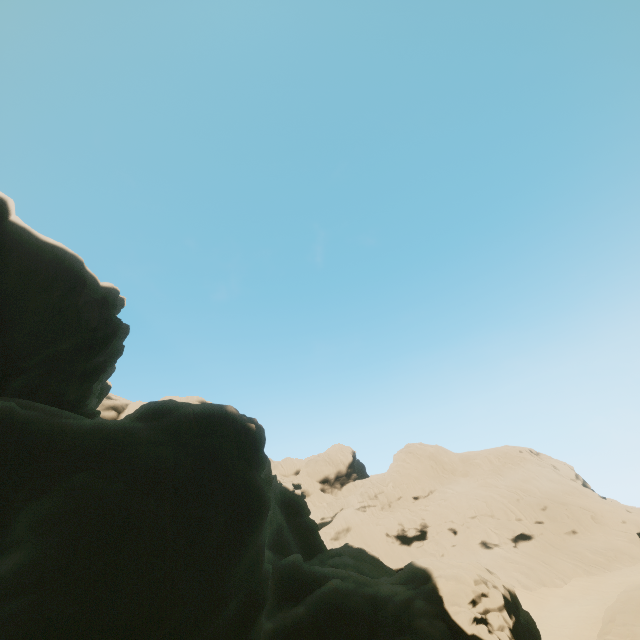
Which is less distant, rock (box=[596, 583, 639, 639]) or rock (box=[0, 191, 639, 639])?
rock (box=[0, 191, 639, 639])

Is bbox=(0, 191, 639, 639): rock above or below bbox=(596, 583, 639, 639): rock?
above

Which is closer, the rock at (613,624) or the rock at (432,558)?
the rock at (432,558)

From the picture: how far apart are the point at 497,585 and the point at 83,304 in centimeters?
4104cm

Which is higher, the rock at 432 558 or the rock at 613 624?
the rock at 432 558
